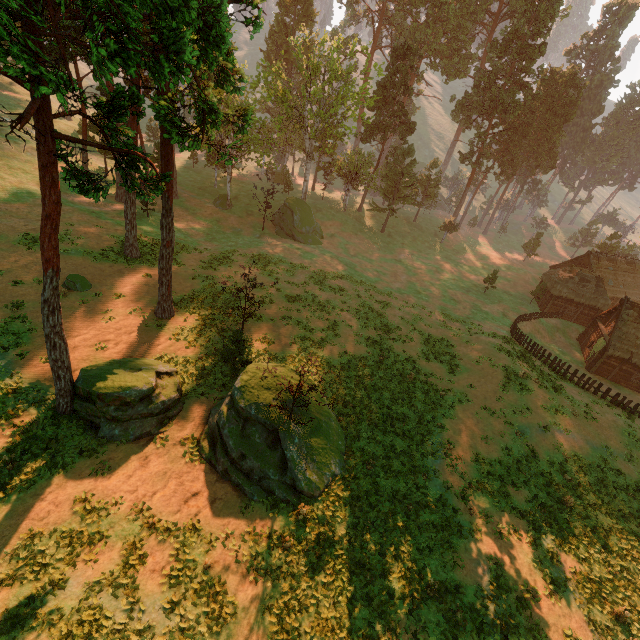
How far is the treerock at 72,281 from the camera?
23.7m

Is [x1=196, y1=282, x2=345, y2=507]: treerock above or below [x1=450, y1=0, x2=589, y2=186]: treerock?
below

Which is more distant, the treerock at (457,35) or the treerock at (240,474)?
the treerock at (240,474)

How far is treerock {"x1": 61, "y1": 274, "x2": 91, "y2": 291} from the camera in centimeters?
2369cm

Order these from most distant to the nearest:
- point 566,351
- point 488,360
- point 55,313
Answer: point 566,351 < point 488,360 < point 55,313

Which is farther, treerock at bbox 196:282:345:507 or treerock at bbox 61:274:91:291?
treerock at bbox 61:274:91:291
